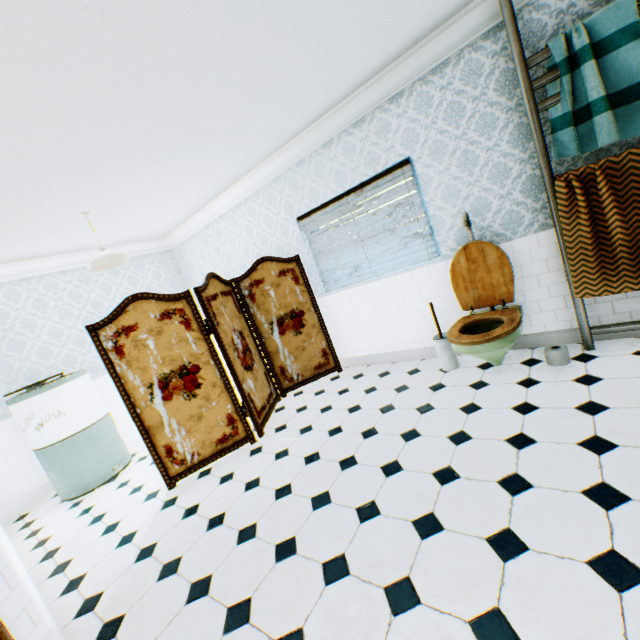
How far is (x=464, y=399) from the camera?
3.0m

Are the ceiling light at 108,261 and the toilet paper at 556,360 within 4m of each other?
no

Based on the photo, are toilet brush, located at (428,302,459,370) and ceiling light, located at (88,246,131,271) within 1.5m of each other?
no

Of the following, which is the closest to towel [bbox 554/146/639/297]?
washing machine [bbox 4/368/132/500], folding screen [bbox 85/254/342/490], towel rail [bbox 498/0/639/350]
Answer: towel rail [bbox 498/0/639/350]

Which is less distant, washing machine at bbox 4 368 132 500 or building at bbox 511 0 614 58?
building at bbox 511 0 614 58

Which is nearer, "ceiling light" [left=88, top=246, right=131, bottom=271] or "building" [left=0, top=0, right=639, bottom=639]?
"building" [left=0, top=0, right=639, bottom=639]

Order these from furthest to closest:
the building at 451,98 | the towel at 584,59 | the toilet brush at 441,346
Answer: the toilet brush at 441,346
the towel at 584,59
the building at 451,98

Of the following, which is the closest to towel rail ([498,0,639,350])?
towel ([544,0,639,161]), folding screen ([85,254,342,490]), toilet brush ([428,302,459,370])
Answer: towel ([544,0,639,161])
